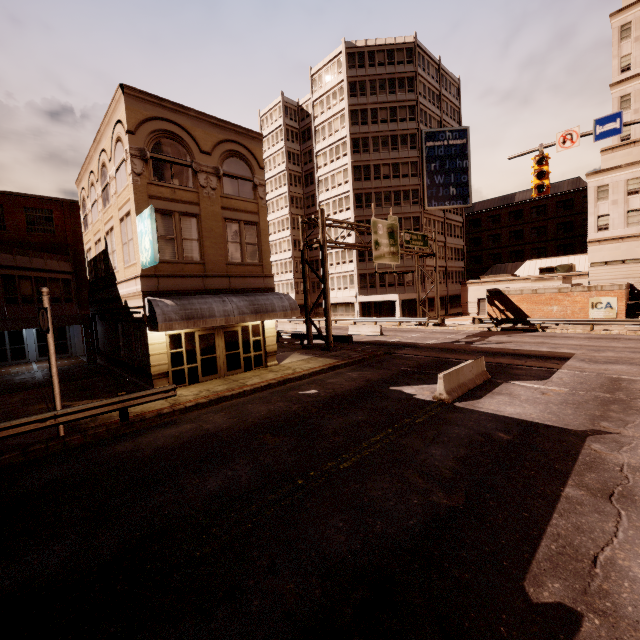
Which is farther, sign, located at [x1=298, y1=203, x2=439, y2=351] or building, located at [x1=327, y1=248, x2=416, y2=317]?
building, located at [x1=327, y1=248, x2=416, y2=317]

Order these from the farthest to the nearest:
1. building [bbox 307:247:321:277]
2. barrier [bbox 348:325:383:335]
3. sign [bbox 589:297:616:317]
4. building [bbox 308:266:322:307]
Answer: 1. building [bbox 308:266:322:307]
2. building [bbox 307:247:321:277]
3. barrier [bbox 348:325:383:335]
4. sign [bbox 589:297:616:317]

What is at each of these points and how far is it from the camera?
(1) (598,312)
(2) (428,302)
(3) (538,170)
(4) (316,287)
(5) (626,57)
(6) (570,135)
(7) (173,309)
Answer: (1) sign, 27.1 meters
(2) building, 47.0 meters
(3) traffic light, 13.0 meters
(4) building, 57.4 meters
(5) building, 33.0 meters
(6) sign, 12.3 meters
(7) awning, 13.9 meters

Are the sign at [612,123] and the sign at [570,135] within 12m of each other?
yes

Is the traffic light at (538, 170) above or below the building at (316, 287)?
above

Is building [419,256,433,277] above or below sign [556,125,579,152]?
below

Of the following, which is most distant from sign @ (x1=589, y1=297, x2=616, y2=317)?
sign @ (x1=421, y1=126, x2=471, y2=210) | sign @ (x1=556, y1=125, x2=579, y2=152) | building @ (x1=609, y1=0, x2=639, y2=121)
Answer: sign @ (x1=421, y1=126, x2=471, y2=210)

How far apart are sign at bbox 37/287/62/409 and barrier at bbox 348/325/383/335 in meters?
24.7
